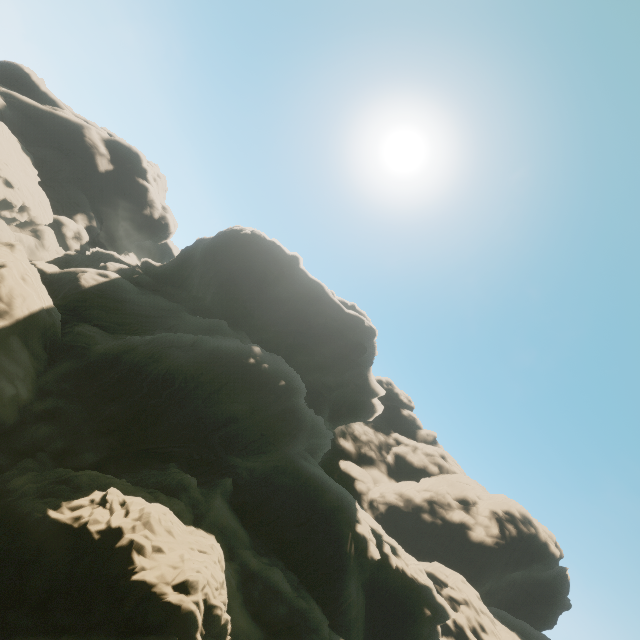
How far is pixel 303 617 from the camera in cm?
2603
